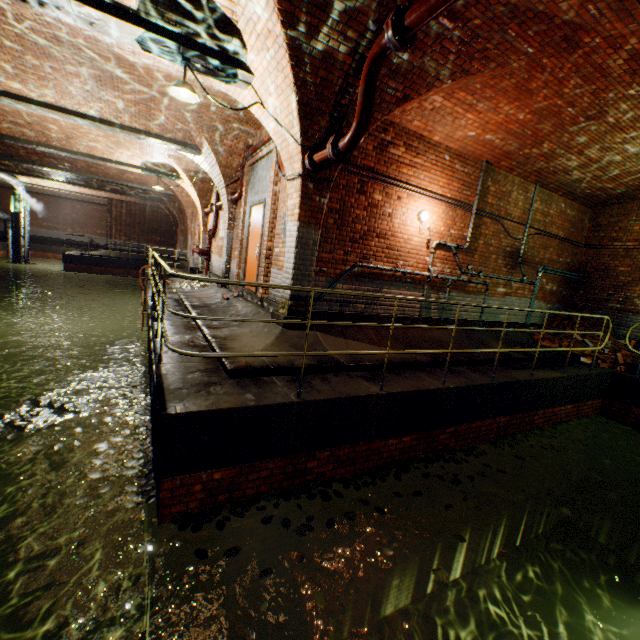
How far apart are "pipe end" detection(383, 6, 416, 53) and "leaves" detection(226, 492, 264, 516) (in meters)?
5.16

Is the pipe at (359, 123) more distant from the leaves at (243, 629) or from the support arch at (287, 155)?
the leaves at (243, 629)

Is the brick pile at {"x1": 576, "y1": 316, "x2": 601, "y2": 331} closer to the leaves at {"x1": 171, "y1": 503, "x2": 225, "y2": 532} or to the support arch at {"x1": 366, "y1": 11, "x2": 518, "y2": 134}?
the leaves at {"x1": 171, "y1": 503, "x2": 225, "y2": 532}

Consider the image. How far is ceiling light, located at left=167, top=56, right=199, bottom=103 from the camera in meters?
4.7

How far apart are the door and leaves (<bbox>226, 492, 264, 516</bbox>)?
4.73m

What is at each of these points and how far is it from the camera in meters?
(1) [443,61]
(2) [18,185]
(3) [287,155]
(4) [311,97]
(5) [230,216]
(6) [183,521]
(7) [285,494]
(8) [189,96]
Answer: (1) support arch, 4.5 m
(2) pipe, 21.5 m
(3) support arch, 5.5 m
(4) support arch, 4.6 m
(5) support arch, 10.0 m
(6) leaves, 3.3 m
(7) leaves, 3.9 m
(8) ceiling light, 5.0 m

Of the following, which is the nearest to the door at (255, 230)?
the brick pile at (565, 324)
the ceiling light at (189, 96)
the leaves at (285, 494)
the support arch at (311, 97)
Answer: the support arch at (311, 97)

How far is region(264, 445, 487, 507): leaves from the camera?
3.9 meters
